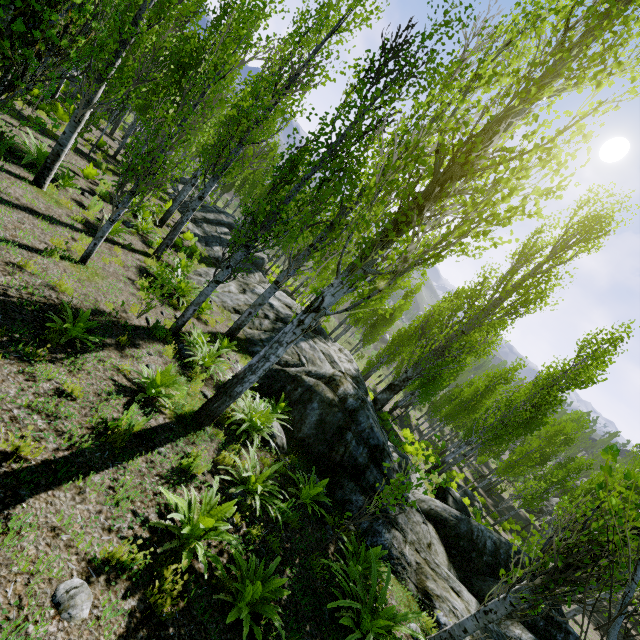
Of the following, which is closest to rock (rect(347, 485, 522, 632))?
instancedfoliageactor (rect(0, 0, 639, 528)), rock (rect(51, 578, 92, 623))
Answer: instancedfoliageactor (rect(0, 0, 639, 528))

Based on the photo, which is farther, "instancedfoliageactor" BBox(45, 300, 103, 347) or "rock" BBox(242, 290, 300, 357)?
"rock" BBox(242, 290, 300, 357)

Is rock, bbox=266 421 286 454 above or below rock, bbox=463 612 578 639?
below

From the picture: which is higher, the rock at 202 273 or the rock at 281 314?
the rock at 281 314

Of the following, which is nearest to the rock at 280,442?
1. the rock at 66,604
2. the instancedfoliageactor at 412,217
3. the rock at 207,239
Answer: the rock at 207,239

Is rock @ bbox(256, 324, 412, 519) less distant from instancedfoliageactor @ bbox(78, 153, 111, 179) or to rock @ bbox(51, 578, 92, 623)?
instancedfoliageactor @ bbox(78, 153, 111, 179)

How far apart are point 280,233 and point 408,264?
4.4 meters

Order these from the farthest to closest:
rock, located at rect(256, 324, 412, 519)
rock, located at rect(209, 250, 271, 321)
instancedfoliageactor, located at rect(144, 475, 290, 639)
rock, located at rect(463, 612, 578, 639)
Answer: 1. rock, located at rect(209, 250, 271, 321)
2. rock, located at rect(256, 324, 412, 519)
3. rock, located at rect(463, 612, 578, 639)
4. instancedfoliageactor, located at rect(144, 475, 290, 639)
